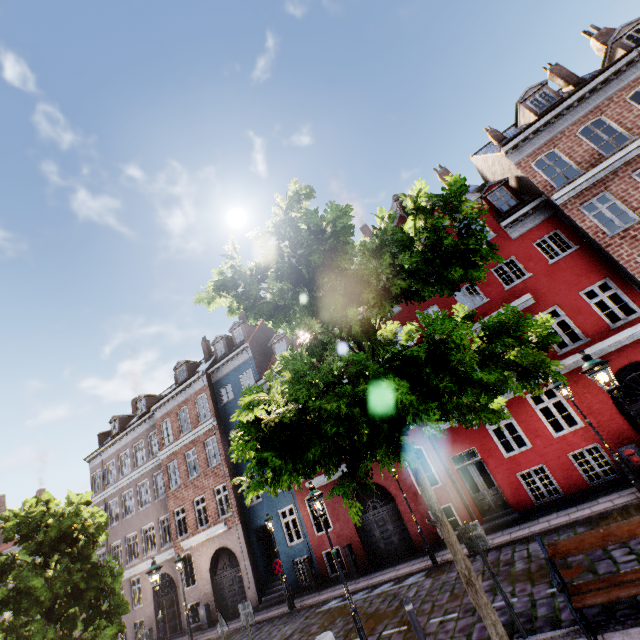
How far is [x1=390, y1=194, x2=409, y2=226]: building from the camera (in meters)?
17.39

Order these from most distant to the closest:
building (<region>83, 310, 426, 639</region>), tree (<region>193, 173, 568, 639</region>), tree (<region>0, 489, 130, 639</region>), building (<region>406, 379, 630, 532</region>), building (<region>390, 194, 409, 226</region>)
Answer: building (<region>390, 194, 409, 226</region>) < building (<region>83, 310, 426, 639</region>) < building (<region>406, 379, 630, 532</region>) < tree (<region>0, 489, 130, 639</region>) < tree (<region>193, 173, 568, 639</region>)

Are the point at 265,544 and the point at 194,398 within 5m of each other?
no

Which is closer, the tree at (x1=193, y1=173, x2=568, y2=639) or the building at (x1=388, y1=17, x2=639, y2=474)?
the tree at (x1=193, y1=173, x2=568, y2=639)

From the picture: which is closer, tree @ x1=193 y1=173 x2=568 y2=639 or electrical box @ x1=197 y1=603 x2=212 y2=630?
tree @ x1=193 y1=173 x2=568 y2=639

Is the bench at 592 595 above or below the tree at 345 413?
below

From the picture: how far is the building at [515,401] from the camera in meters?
12.0
